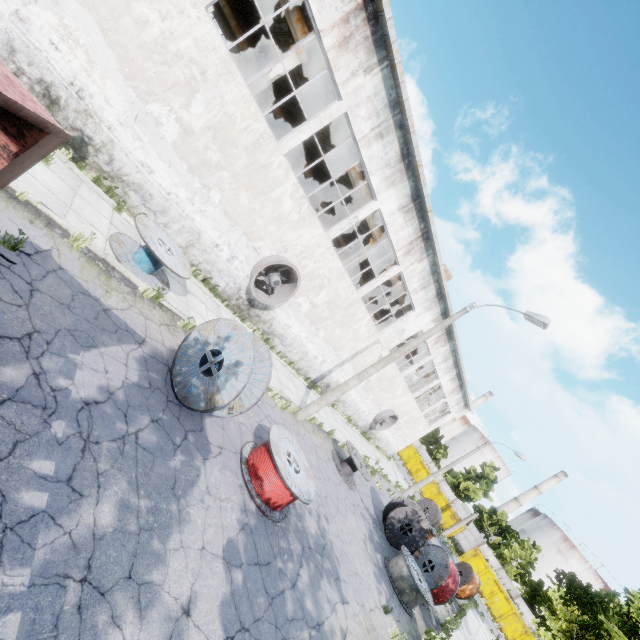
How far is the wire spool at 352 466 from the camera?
14.73m

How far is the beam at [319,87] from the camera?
12.7 meters

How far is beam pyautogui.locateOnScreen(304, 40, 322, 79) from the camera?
11.89m

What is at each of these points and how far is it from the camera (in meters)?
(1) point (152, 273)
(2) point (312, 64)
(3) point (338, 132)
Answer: (1) wire spool, 9.23
(2) beam, 12.27
(3) beam, 14.17

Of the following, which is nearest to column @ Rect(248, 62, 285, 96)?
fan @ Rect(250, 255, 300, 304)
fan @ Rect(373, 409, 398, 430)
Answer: fan @ Rect(250, 255, 300, 304)

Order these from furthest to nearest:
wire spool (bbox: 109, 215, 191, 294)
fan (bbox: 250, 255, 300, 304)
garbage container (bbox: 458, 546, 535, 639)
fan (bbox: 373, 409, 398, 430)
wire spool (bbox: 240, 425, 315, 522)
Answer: garbage container (bbox: 458, 546, 535, 639), fan (bbox: 373, 409, 398, 430), fan (bbox: 250, 255, 300, 304), wire spool (bbox: 109, 215, 191, 294), wire spool (bbox: 240, 425, 315, 522)

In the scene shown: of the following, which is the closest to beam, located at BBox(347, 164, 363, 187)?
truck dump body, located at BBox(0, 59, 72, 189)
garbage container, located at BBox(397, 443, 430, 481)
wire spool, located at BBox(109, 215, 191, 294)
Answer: wire spool, located at BBox(109, 215, 191, 294)

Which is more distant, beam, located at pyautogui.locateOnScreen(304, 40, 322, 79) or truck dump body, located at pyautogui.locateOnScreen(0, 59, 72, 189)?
beam, located at pyautogui.locateOnScreen(304, 40, 322, 79)
